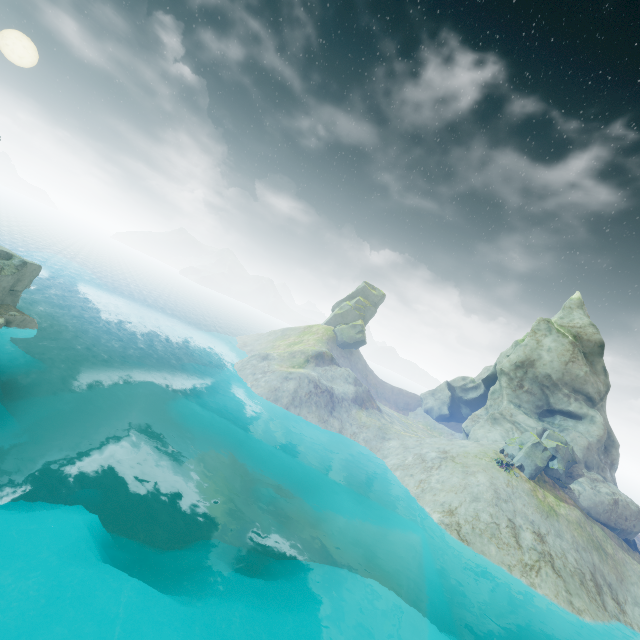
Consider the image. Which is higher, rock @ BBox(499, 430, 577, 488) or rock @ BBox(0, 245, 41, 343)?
rock @ BBox(499, 430, 577, 488)

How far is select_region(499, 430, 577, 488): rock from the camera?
34.6m

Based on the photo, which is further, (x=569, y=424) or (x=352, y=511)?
(x=569, y=424)

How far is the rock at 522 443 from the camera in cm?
3456

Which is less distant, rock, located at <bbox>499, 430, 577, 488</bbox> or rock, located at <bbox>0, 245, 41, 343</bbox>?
rock, located at <bbox>0, 245, 41, 343</bbox>

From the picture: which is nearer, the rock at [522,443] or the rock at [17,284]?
the rock at [17,284]
